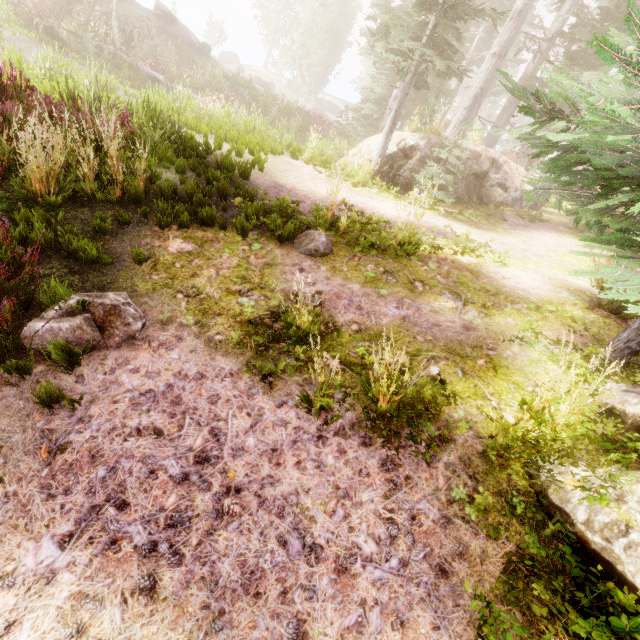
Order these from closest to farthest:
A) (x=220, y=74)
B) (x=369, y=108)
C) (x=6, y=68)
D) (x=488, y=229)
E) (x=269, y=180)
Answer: (x=269, y=180) → (x=6, y=68) → (x=488, y=229) → (x=369, y=108) → (x=220, y=74)

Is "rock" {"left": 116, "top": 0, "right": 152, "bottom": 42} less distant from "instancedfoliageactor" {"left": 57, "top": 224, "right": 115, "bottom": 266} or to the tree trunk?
"instancedfoliageactor" {"left": 57, "top": 224, "right": 115, "bottom": 266}

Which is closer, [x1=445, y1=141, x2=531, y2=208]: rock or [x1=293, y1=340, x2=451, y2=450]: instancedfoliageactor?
[x1=293, y1=340, x2=451, y2=450]: instancedfoliageactor

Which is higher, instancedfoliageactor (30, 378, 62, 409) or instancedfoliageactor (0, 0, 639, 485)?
instancedfoliageactor (0, 0, 639, 485)

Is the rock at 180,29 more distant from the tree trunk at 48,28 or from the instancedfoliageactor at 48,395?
the tree trunk at 48,28

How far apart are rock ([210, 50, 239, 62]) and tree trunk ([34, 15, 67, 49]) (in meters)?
48.32

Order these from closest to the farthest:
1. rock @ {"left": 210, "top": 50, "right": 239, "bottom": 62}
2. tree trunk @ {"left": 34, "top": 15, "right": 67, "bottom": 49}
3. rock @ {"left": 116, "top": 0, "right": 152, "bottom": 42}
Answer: tree trunk @ {"left": 34, "top": 15, "right": 67, "bottom": 49} < rock @ {"left": 116, "top": 0, "right": 152, "bottom": 42} < rock @ {"left": 210, "top": 50, "right": 239, "bottom": 62}

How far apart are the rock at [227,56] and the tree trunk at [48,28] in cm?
4832
